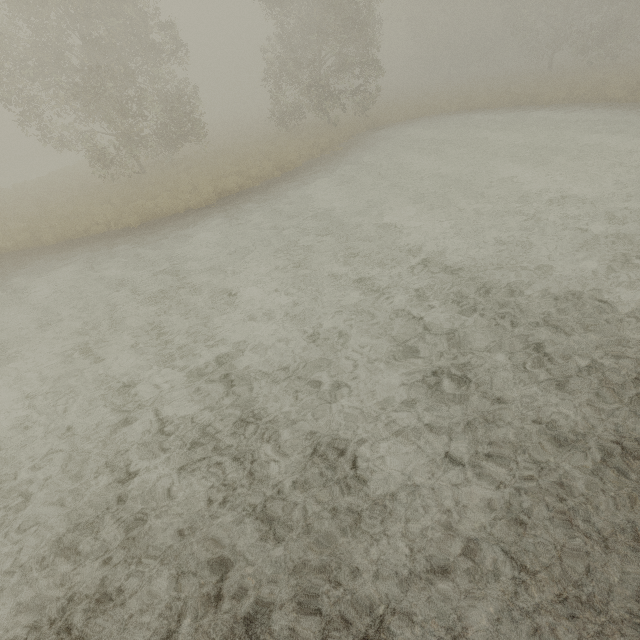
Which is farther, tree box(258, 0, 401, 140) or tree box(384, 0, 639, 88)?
tree box(384, 0, 639, 88)

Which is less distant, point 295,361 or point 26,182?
point 295,361

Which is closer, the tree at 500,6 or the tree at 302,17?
the tree at 302,17
